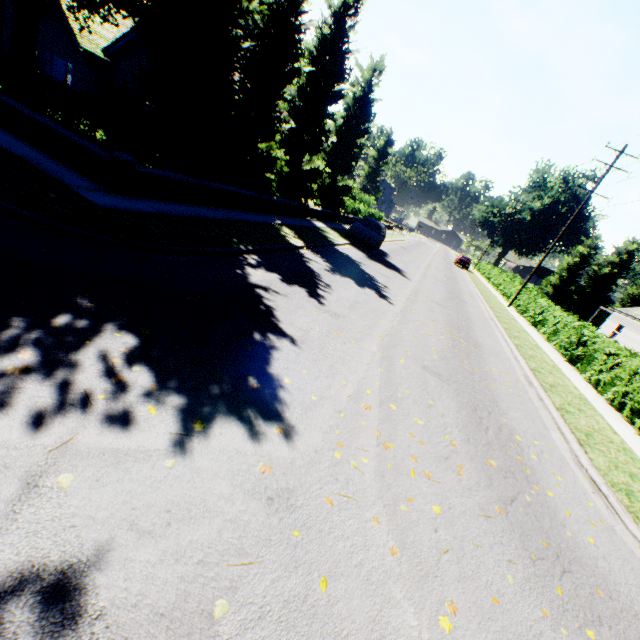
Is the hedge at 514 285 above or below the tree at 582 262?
below

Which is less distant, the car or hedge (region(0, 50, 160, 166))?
hedge (region(0, 50, 160, 166))

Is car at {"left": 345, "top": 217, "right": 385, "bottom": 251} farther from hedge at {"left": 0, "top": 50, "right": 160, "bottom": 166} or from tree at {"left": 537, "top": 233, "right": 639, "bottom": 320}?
hedge at {"left": 0, "top": 50, "right": 160, "bottom": 166}

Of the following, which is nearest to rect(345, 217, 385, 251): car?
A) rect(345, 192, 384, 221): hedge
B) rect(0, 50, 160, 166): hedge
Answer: rect(345, 192, 384, 221): hedge

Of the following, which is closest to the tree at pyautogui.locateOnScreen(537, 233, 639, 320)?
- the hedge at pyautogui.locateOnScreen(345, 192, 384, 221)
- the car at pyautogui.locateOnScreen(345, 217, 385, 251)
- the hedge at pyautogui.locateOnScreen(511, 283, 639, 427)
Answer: the hedge at pyautogui.locateOnScreen(345, 192, 384, 221)

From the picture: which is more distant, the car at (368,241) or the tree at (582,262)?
the tree at (582,262)

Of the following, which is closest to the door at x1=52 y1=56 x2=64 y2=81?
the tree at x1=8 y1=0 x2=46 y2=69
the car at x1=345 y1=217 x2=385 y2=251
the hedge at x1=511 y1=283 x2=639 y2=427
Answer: the tree at x1=8 y1=0 x2=46 y2=69

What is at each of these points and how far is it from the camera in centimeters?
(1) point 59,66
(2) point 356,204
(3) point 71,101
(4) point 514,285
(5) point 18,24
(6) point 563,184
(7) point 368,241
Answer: (1) door, 1917cm
(2) hedge, 3036cm
(3) hedge, 880cm
(4) hedge, 2912cm
(5) tree, 1165cm
(6) plant, 5738cm
(7) car, 1922cm
